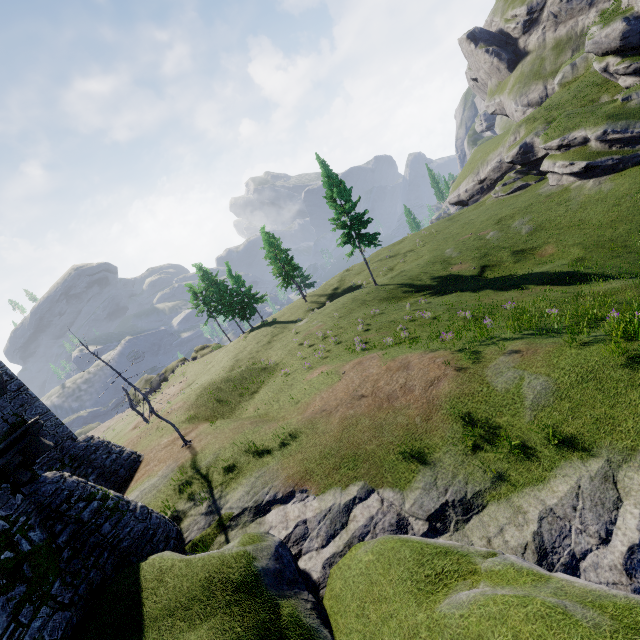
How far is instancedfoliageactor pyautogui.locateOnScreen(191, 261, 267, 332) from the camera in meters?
46.3

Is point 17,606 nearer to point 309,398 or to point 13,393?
point 309,398

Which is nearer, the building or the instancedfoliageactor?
the building

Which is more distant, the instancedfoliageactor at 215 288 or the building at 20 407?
the instancedfoliageactor at 215 288

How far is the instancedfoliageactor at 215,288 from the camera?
46.34m
